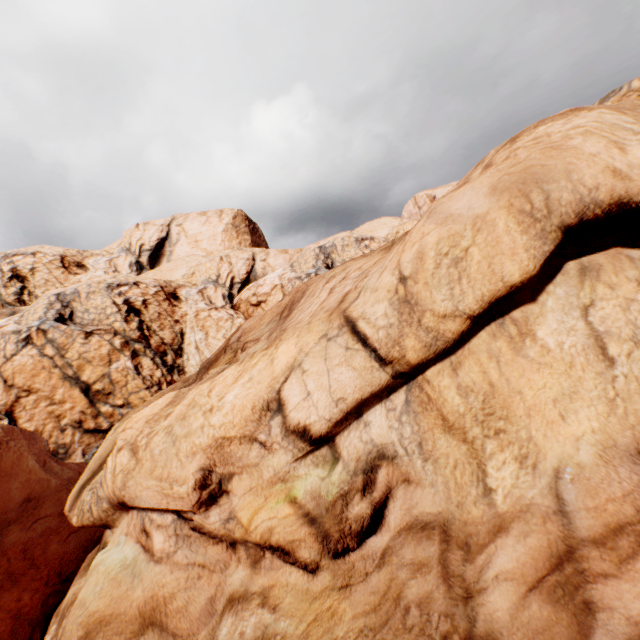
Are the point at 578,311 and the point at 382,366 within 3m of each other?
no
